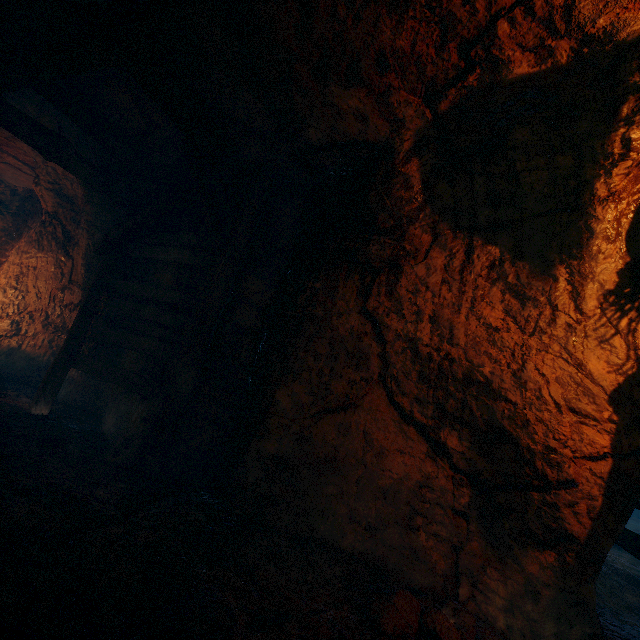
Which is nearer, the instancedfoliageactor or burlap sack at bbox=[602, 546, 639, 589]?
the instancedfoliageactor

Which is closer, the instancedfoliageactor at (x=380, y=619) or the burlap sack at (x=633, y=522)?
the instancedfoliageactor at (x=380, y=619)

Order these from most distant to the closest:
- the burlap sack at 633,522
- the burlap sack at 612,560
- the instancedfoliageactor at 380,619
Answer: the burlap sack at 633,522
the burlap sack at 612,560
the instancedfoliageactor at 380,619

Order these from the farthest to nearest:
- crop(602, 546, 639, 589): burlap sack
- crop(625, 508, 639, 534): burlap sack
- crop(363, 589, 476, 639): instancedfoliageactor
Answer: crop(625, 508, 639, 534): burlap sack, crop(602, 546, 639, 589): burlap sack, crop(363, 589, 476, 639): instancedfoliageactor

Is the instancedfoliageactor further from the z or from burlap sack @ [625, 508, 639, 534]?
burlap sack @ [625, 508, 639, 534]

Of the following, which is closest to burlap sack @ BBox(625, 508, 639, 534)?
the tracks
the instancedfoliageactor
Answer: the tracks

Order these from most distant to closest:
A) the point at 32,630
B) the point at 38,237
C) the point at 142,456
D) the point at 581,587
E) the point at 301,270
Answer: the point at 38,237 < the point at 301,270 < the point at 142,456 < the point at 581,587 < the point at 32,630

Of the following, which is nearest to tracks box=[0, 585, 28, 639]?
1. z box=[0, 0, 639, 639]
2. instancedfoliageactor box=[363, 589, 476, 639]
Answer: z box=[0, 0, 639, 639]
